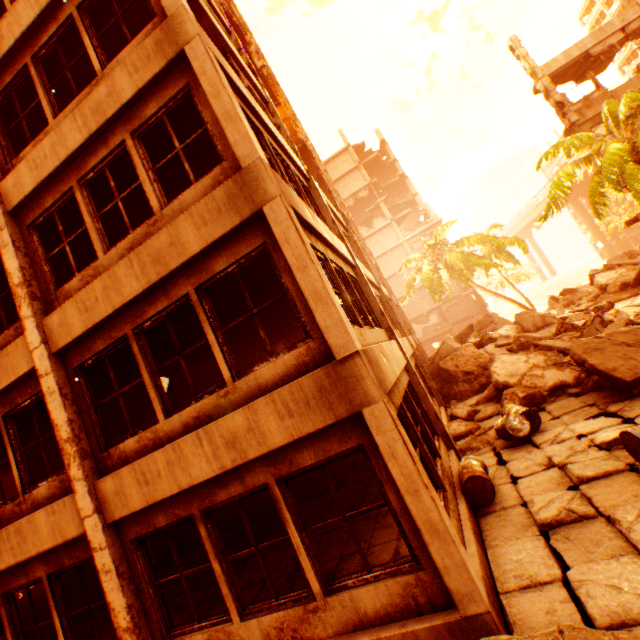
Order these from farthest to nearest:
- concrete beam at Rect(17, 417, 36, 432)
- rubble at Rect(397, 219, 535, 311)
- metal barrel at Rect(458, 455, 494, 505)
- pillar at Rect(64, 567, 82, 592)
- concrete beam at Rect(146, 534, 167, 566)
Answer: rubble at Rect(397, 219, 535, 311) → pillar at Rect(64, 567, 82, 592) → concrete beam at Rect(146, 534, 167, 566) → concrete beam at Rect(17, 417, 36, 432) → metal barrel at Rect(458, 455, 494, 505)

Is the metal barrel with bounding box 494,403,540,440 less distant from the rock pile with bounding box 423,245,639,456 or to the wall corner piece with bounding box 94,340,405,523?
the rock pile with bounding box 423,245,639,456

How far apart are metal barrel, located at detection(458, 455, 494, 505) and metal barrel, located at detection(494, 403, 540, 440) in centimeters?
132cm

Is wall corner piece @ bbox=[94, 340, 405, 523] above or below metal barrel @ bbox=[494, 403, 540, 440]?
above

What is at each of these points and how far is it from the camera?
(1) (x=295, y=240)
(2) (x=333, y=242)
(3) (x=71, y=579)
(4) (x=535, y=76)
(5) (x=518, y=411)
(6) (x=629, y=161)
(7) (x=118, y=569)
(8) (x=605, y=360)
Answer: (1) pillar, 4.26m
(2) wall corner piece, 7.11m
(3) pillar, 12.15m
(4) pillar, 17.11m
(5) metal barrel, 8.02m
(6) rubble, 11.47m
(7) pillar, 4.95m
(8) floor rubble, 7.61m

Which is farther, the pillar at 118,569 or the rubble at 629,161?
the rubble at 629,161

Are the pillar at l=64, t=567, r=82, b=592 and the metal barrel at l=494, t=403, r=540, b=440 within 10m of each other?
no

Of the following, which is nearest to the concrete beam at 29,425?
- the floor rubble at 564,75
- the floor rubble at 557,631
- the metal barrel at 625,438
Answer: the floor rubble at 557,631
